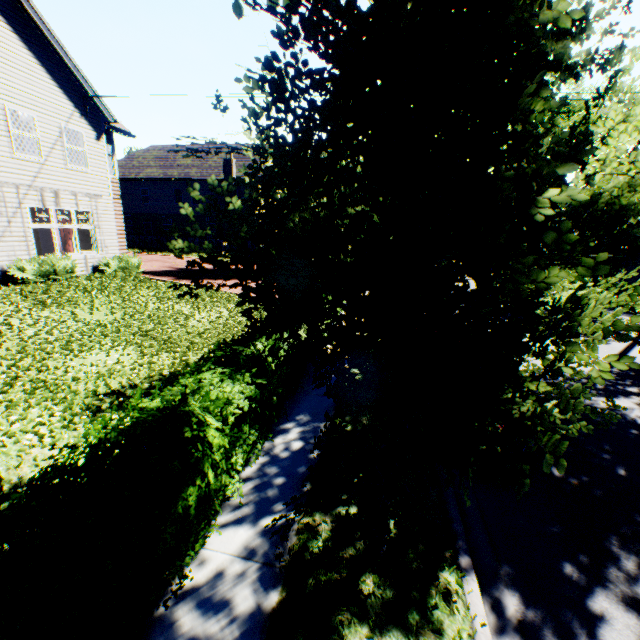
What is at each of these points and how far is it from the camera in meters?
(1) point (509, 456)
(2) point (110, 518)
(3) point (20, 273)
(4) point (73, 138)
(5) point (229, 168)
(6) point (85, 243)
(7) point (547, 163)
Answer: (1) car, 4.8
(2) hedge, 2.4
(3) hedge, 11.4
(4) curtain, 13.6
(5) chimney, 31.0
(6) curtain, 14.7
(7) tree, 1.4

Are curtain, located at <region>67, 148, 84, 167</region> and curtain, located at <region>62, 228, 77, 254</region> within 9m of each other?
yes

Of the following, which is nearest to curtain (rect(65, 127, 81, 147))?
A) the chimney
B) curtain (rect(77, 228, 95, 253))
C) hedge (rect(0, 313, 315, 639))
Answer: curtain (rect(77, 228, 95, 253))

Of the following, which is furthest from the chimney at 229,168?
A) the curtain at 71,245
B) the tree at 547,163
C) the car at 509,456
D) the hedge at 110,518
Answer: the car at 509,456

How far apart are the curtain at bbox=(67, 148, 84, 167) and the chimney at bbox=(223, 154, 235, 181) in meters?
18.1 m

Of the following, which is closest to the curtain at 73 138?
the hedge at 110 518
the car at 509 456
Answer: the hedge at 110 518

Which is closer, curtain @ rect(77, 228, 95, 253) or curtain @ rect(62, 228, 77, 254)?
curtain @ rect(77, 228, 95, 253)

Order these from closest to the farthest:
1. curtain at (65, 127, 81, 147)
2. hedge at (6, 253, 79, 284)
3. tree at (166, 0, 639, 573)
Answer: tree at (166, 0, 639, 573) → hedge at (6, 253, 79, 284) → curtain at (65, 127, 81, 147)
